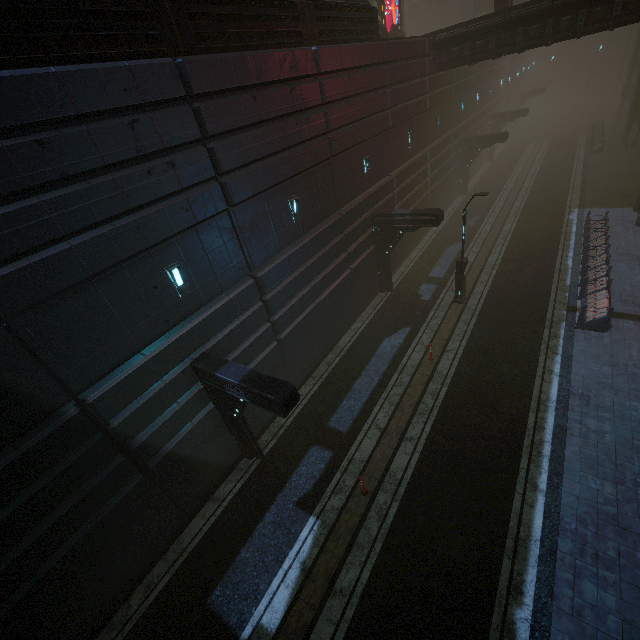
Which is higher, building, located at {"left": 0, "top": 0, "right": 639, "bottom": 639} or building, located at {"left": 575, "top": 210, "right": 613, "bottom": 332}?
building, located at {"left": 0, "top": 0, "right": 639, "bottom": 639}

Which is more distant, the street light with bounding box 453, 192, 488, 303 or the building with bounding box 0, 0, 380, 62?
the street light with bounding box 453, 192, 488, 303

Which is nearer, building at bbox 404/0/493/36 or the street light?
the street light

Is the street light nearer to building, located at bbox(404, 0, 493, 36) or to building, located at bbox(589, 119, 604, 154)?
building, located at bbox(589, 119, 604, 154)

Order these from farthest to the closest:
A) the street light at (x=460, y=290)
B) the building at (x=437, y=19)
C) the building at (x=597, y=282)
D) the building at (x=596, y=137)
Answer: the building at (x=437, y=19) → the building at (x=596, y=137) → the street light at (x=460, y=290) → the building at (x=597, y=282)

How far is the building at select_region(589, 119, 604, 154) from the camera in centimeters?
3188cm

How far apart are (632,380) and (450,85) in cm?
2315

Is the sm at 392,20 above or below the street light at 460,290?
above
